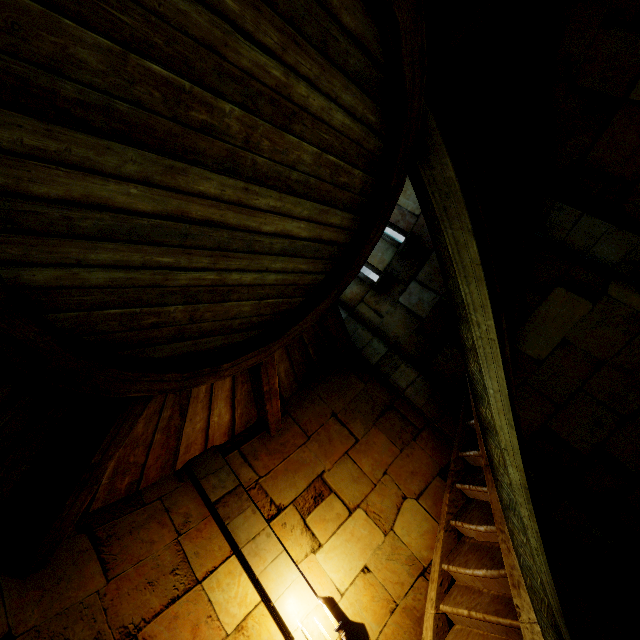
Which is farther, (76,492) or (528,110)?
(528,110)
